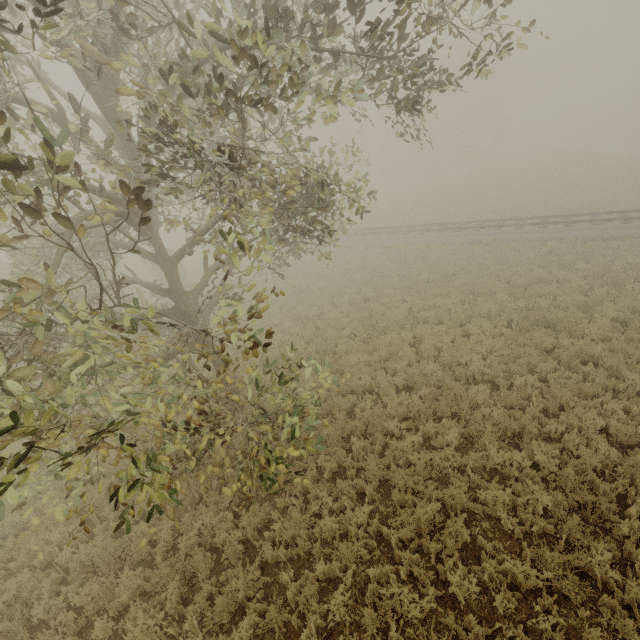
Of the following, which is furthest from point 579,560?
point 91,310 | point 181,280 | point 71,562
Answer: point 181,280
